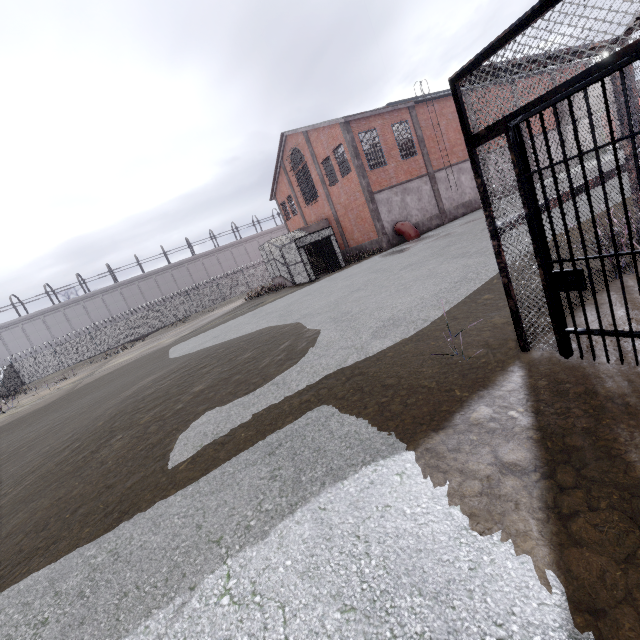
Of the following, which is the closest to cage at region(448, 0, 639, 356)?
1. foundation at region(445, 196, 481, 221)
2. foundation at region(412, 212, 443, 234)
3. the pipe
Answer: foundation at region(445, 196, 481, 221)

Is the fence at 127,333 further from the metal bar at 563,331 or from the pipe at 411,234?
the pipe at 411,234

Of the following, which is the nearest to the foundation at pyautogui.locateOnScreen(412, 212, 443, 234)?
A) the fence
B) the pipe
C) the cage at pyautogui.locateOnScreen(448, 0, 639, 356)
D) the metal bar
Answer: the pipe

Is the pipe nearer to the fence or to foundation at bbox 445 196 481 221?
foundation at bbox 445 196 481 221

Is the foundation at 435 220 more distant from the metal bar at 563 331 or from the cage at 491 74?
the metal bar at 563 331

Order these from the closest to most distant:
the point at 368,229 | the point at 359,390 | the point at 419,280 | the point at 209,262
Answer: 1. the point at 359,390
2. the point at 419,280
3. the point at 368,229
4. the point at 209,262

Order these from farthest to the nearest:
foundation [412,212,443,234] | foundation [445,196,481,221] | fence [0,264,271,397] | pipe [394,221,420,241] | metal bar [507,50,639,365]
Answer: fence [0,264,271,397] → foundation [445,196,481,221] → foundation [412,212,443,234] → pipe [394,221,420,241] → metal bar [507,50,639,365]

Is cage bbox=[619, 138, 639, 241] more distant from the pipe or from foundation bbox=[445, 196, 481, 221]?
the pipe
